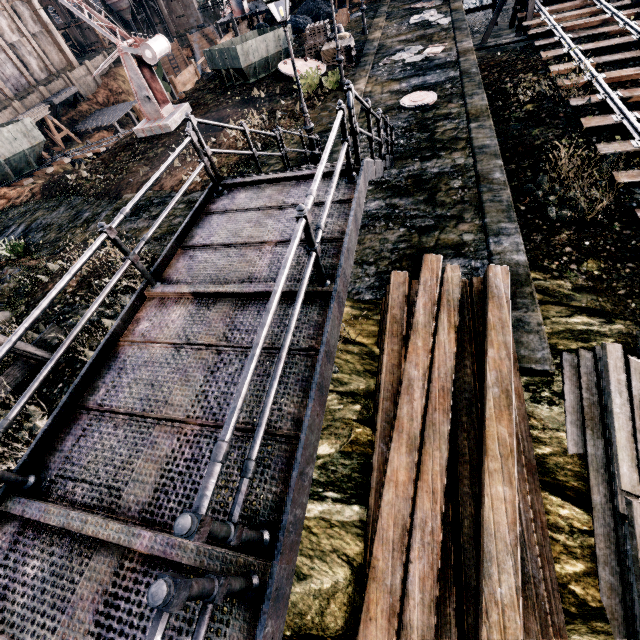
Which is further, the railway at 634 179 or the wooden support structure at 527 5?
the wooden support structure at 527 5

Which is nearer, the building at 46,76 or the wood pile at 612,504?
the wood pile at 612,504

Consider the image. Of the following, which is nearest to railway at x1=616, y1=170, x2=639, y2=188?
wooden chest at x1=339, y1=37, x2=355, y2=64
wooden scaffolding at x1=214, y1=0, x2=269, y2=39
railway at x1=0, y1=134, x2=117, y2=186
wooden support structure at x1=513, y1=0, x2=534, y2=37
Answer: wooden support structure at x1=513, y1=0, x2=534, y2=37

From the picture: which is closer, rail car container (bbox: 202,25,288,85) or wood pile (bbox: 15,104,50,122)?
rail car container (bbox: 202,25,288,85)

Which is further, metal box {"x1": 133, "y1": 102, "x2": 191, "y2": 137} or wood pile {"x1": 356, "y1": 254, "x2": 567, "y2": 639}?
metal box {"x1": 133, "y1": 102, "x2": 191, "y2": 137}

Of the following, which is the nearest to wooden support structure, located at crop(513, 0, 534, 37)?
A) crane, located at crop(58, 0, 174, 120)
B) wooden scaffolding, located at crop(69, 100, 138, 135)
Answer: crane, located at crop(58, 0, 174, 120)

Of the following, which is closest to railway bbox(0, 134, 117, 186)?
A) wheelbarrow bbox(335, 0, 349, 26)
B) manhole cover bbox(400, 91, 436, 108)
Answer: wheelbarrow bbox(335, 0, 349, 26)

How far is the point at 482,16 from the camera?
32.09m
